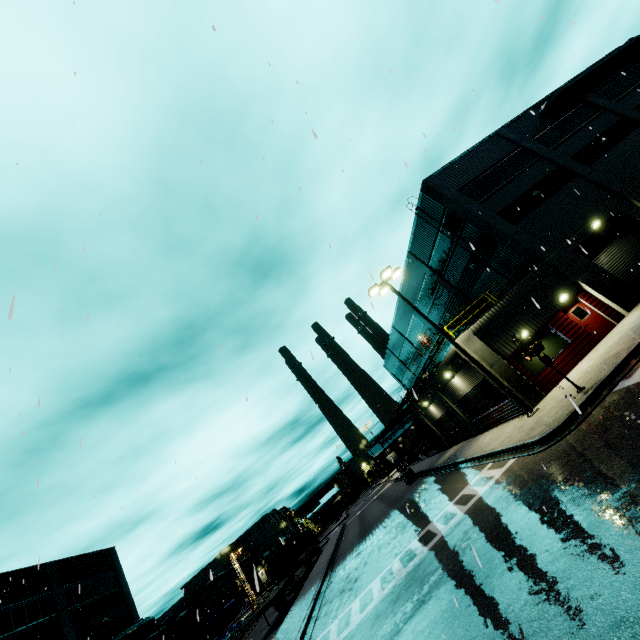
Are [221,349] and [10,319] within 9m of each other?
yes

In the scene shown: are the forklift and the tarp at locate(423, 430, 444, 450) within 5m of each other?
yes

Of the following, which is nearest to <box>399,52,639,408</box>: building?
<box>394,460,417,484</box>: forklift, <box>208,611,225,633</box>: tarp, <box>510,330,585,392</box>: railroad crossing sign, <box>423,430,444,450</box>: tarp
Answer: <box>423,430,444,450</box>: tarp

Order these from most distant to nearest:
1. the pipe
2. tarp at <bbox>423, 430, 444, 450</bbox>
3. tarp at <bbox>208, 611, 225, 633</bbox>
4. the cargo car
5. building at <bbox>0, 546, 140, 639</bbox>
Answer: tarp at <bbox>208, 611, 225, 633</bbox>
tarp at <bbox>423, 430, 444, 450</bbox>
the pipe
the cargo car
building at <bbox>0, 546, 140, 639</bbox>

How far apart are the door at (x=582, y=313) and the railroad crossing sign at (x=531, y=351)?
7.3 meters

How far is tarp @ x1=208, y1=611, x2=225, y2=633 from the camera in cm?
4078

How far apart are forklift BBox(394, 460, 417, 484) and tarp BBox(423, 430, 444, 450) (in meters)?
3.28

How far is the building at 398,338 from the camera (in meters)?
38.19
